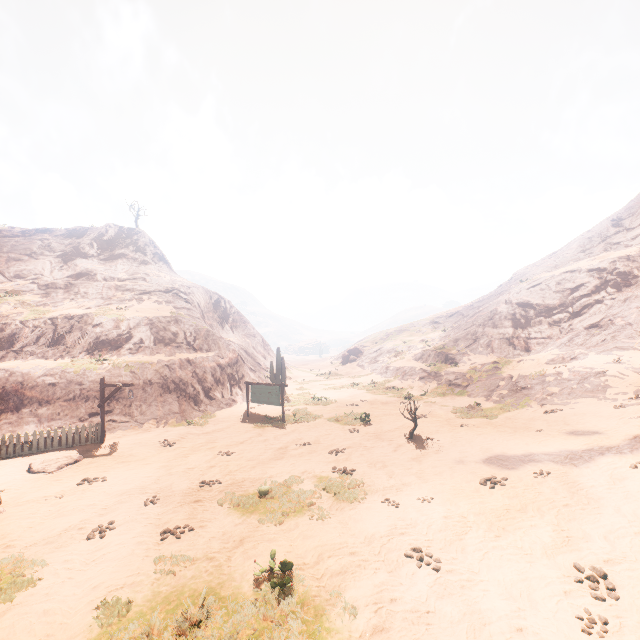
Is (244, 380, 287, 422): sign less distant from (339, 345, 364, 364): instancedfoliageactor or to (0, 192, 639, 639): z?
(0, 192, 639, 639): z

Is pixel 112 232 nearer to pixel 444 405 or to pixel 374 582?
pixel 444 405

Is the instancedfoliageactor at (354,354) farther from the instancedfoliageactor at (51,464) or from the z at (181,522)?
the instancedfoliageactor at (51,464)

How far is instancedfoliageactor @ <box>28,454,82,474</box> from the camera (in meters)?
12.09

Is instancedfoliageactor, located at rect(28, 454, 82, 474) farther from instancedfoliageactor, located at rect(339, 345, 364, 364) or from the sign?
instancedfoliageactor, located at rect(339, 345, 364, 364)

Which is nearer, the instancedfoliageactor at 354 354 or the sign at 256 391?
the sign at 256 391

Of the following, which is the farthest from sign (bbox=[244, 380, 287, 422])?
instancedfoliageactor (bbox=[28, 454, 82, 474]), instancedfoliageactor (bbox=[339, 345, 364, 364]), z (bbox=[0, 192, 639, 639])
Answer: instancedfoliageactor (bbox=[339, 345, 364, 364])

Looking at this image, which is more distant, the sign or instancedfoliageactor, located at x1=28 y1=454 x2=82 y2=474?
the sign
